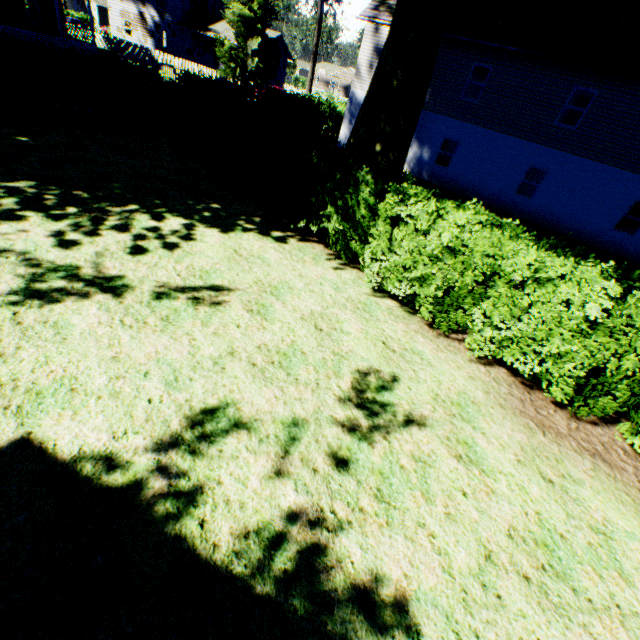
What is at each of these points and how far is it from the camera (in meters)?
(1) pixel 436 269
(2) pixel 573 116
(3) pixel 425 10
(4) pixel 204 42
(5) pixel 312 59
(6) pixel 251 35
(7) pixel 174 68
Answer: (1) hedge, 6.18
(2) curtain, 22.58
(3) plant, 8.02
(4) house, 39.03
(5) plant, 24.09
(6) plant, 32.88
(7) fence, 29.23

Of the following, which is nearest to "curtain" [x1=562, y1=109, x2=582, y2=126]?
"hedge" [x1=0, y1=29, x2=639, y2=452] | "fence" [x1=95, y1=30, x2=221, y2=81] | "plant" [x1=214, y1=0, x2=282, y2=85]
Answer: "plant" [x1=214, y1=0, x2=282, y2=85]

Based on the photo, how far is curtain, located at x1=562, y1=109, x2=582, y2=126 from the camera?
22.3 meters

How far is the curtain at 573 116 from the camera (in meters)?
22.32

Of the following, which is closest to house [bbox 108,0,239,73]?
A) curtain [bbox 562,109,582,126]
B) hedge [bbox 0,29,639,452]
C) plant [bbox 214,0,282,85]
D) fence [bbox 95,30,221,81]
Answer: plant [bbox 214,0,282,85]

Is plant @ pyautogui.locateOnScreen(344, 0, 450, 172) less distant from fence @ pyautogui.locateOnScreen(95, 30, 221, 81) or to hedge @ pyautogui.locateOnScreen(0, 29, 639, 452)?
fence @ pyautogui.locateOnScreen(95, 30, 221, 81)

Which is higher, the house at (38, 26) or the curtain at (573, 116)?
the curtain at (573, 116)

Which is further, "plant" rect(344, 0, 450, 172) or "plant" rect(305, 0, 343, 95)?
"plant" rect(305, 0, 343, 95)
